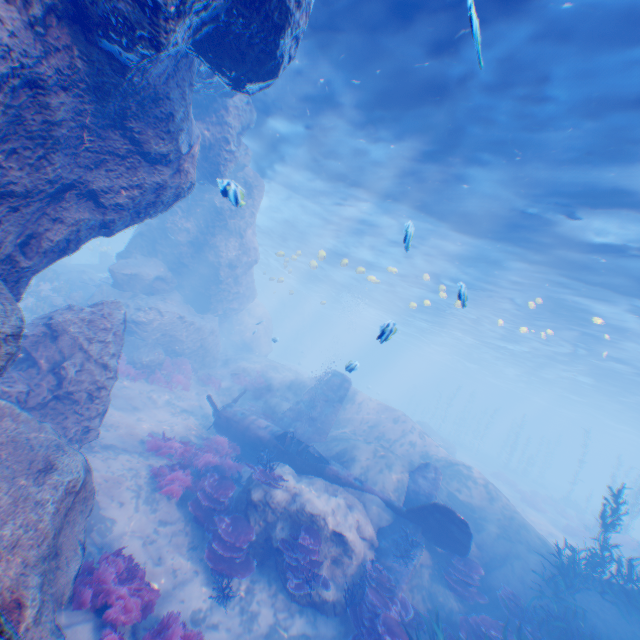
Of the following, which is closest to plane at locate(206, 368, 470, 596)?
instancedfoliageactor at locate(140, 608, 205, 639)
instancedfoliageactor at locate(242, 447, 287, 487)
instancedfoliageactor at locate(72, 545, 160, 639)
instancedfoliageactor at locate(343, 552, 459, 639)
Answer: instancedfoliageactor at locate(343, 552, 459, 639)

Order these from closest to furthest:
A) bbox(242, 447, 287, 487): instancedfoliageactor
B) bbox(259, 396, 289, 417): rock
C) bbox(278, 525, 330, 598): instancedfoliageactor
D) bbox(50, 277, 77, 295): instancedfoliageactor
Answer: bbox(278, 525, 330, 598): instancedfoliageactor → bbox(242, 447, 287, 487): instancedfoliageactor → bbox(259, 396, 289, 417): rock → bbox(50, 277, 77, 295): instancedfoliageactor

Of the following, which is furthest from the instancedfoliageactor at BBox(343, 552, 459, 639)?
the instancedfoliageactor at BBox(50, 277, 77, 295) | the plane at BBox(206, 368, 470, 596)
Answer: the instancedfoliageactor at BBox(50, 277, 77, 295)

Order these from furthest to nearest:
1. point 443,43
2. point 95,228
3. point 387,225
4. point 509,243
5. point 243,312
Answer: point 243,312
point 387,225
point 509,243
point 443,43
point 95,228

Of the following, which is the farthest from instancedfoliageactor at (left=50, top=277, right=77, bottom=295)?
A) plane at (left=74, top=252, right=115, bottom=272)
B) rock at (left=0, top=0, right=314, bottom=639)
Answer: plane at (left=74, top=252, right=115, bottom=272)

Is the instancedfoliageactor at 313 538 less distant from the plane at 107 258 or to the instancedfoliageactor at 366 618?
the instancedfoliageactor at 366 618

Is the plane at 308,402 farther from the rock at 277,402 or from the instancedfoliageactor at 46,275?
the instancedfoliageactor at 46,275

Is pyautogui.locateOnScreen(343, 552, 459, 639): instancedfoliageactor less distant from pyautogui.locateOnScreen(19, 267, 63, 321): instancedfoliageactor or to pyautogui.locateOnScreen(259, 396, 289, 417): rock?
pyautogui.locateOnScreen(259, 396, 289, 417): rock
